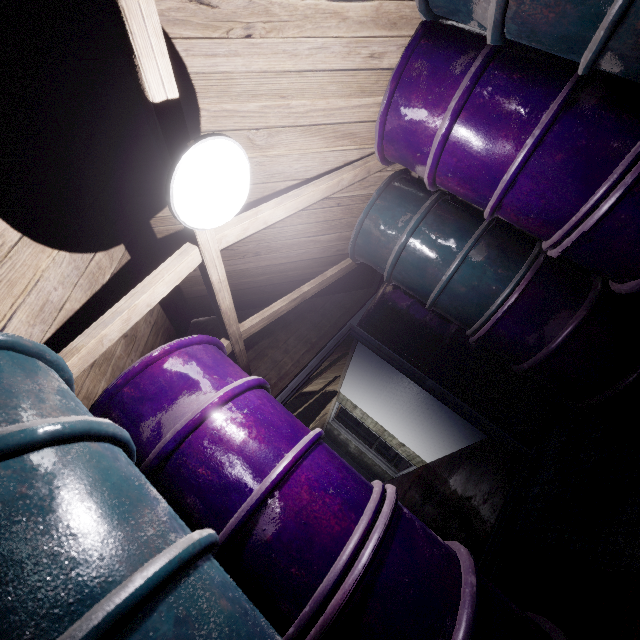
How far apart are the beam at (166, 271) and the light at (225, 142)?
0.2m

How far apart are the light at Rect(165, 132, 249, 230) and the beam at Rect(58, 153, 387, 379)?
0.2m

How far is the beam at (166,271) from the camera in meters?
1.2 m

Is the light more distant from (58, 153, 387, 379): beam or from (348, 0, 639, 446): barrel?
(348, 0, 639, 446): barrel

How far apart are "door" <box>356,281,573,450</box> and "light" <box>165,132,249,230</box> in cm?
195

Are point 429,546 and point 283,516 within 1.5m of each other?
yes

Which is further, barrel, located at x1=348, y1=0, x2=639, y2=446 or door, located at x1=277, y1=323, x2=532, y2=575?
door, located at x1=277, y1=323, x2=532, y2=575
